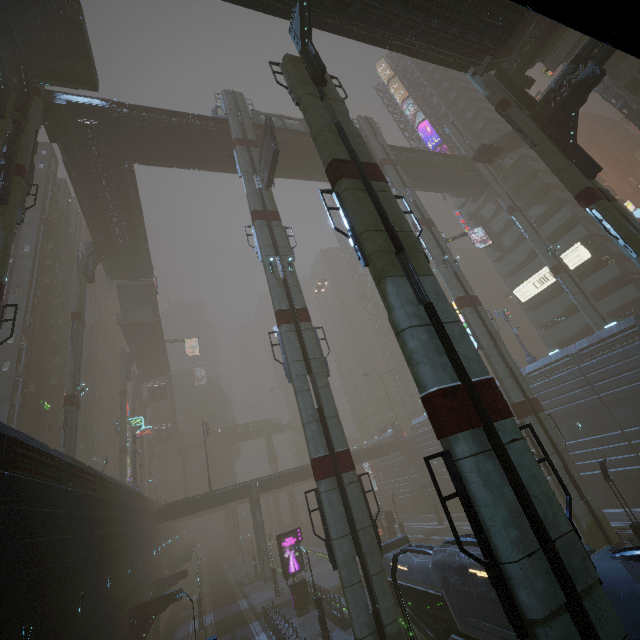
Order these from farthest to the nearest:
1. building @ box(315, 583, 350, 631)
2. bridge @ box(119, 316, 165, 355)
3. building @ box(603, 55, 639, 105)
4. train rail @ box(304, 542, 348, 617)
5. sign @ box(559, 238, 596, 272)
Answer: bridge @ box(119, 316, 165, 355)
sign @ box(559, 238, 596, 272)
building @ box(603, 55, 639, 105)
train rail @ box(304, 542, 348, 617)
building @ box(315, 583, 350, 631)

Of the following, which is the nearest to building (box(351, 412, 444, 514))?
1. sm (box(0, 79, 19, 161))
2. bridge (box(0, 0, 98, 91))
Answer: sm (box(0, 79, 19, 161))

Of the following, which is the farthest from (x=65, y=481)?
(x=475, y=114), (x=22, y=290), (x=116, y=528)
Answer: (x=475, y=114)

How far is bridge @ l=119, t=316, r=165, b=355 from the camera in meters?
50.9 m

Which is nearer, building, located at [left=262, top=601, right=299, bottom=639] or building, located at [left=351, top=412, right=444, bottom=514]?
building, located at [left=262, top=601, right=299, bottom=639]

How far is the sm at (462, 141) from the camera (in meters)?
31.78

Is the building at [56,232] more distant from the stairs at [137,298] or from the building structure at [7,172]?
the building structure at [7,172]

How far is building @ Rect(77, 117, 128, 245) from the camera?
27.70m
